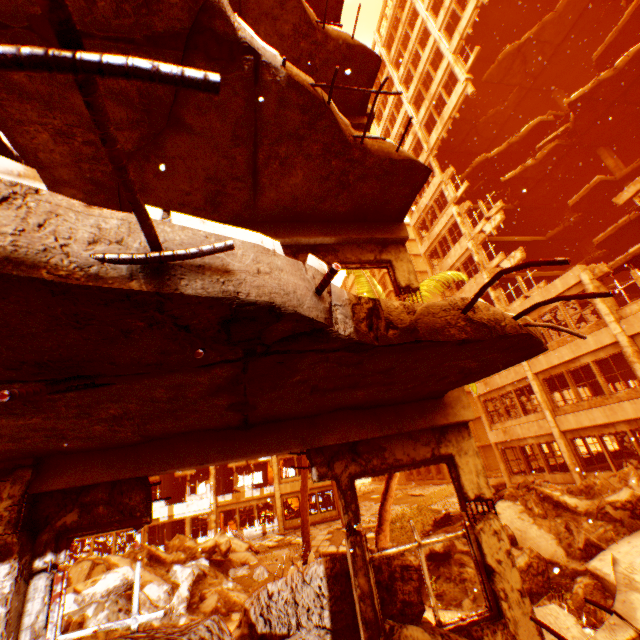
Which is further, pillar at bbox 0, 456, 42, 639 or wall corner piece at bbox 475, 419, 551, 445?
wall corner piece at bbox 475, 419, 551, 445

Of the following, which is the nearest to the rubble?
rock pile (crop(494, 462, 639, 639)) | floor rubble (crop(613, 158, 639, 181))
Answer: rock pile (crop(494, 462, 639, 639))

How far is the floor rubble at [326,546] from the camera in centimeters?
912cm

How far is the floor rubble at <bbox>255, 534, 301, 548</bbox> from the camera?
20.2m

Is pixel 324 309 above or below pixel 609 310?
below

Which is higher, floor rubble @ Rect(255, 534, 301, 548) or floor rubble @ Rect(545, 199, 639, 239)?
floor rubble @ Rect(545, 199, 639, 239)

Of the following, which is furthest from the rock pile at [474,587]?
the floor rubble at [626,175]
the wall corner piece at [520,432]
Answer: the floor rubble at [626,175]

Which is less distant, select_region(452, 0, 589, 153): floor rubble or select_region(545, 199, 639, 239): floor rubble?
select_region(545, 199, 639, 239): floor rubble
